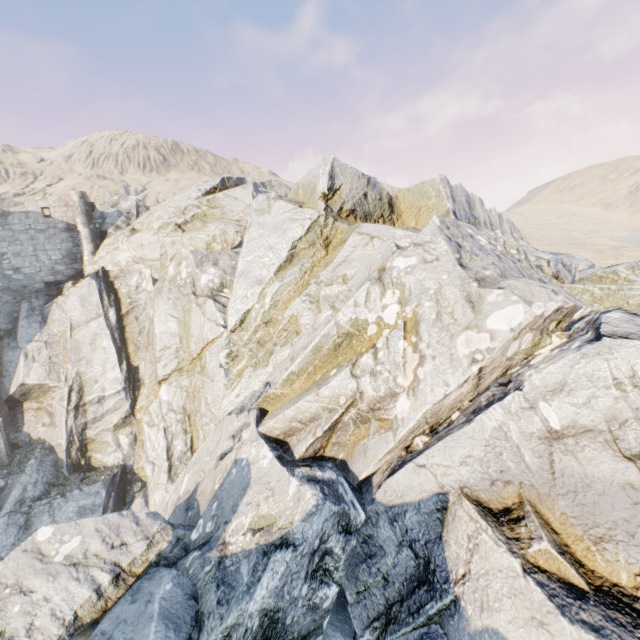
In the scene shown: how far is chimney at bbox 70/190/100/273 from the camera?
23.4 meters

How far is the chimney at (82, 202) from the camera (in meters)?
23.38

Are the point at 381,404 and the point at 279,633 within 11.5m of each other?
yes

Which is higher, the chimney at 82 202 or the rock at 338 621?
the chimney at 82 202

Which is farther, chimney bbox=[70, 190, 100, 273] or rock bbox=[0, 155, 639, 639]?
chimney bbox=[70, 190, 100, 273]

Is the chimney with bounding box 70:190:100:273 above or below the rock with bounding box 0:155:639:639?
above
